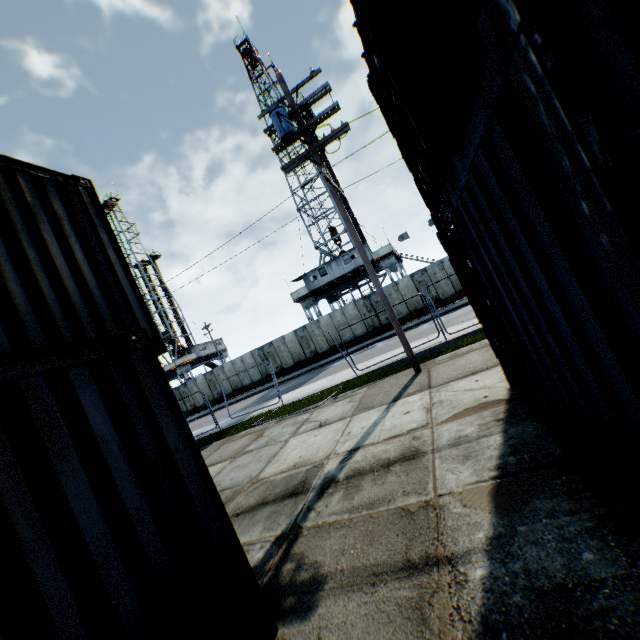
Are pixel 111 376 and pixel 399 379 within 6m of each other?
no

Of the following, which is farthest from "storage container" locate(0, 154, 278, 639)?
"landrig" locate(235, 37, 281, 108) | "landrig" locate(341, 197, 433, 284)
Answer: "landrig" locate(235, 37, 281, 108)

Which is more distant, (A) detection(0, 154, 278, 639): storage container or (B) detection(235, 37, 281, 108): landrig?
(B) detection(235, 37, 281, 108): landrig

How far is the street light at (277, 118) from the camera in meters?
9.2 m

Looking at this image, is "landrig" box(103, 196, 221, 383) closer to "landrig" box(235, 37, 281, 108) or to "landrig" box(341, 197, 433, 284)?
"landrig" box(341, 197, 433, 284)

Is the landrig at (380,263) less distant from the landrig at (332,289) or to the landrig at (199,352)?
the landrig at (332,289)

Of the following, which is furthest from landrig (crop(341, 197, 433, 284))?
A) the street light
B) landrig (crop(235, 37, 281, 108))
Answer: the street light

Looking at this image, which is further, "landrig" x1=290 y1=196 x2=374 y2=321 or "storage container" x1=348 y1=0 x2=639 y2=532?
"landrig" x1=290 y1=196 x2=374 y2=321
